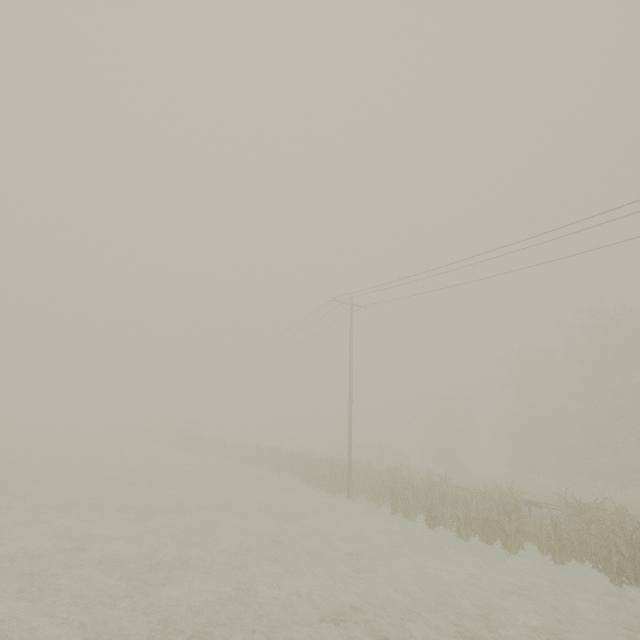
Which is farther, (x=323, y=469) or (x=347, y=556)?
(x=323, y=469)
